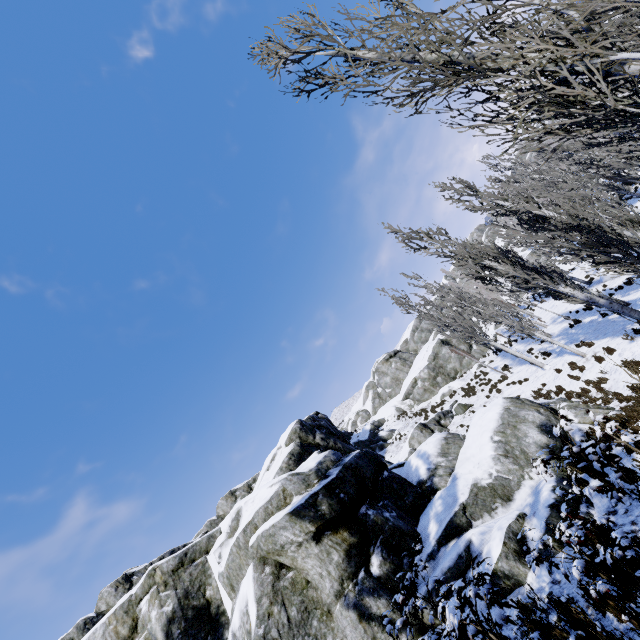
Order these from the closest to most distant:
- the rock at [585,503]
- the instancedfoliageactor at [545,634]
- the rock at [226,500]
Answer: the instancedfoliageactor at [545,634] < the rock at [585,503] < the rock at [226,500]

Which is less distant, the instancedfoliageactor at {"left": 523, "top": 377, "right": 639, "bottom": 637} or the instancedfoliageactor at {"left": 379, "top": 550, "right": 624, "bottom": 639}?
the instancedfoliageactor at {"left": 379, "top": 550, "right": 624, "bottom": 639}

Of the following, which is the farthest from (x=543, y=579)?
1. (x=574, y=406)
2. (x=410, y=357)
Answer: (x=410, y=357)

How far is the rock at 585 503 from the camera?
6.7m

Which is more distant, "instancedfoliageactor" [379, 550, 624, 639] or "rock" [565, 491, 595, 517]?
"rock" [565, 491, 595, 517]

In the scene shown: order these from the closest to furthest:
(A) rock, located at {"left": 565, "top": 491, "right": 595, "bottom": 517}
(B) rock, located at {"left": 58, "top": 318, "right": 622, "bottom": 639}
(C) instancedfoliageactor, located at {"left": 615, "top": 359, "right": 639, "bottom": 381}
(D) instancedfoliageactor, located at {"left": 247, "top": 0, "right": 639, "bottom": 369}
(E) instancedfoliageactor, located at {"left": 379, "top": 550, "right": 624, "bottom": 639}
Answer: (E) instancedfoliageactor, located at {"left": 379, "top": 550, "right": 624, "bottom": 639} → (D) instancedfoliageactor, located at {"left": 247, "top": 0, "right": 639, "bottom": 369} → (A) rock, located at {"left": 565, "top": 491, "right": 595, "bottom": 517} → (B) rock, located at {"left": 58, "top": 318, "right": 622, "bottom": 639} → (C) instancedfoliageactor, located at {"left": 615, "top": 359, "right": 639, "bottom": 381}
